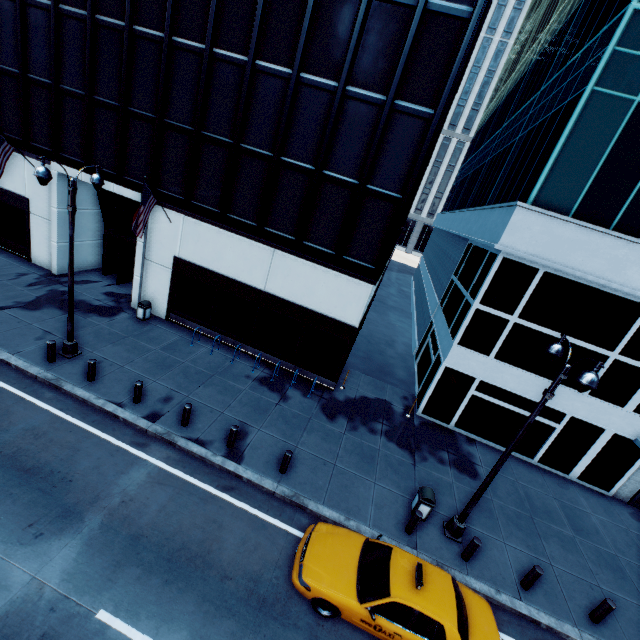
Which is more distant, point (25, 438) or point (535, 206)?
point (535, 206)

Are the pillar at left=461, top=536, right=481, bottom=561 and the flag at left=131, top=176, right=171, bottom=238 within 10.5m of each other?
no

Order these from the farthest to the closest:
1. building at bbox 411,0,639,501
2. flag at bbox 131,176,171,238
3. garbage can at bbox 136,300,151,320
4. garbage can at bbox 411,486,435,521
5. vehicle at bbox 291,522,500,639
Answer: garbage can at bbox 136,300,151,320
flag at bbox 131,176,171,238
building at bbox 411,0,639,501
garbage can at bbox 411,486,435,521
vehicle at bbox 291,522,500,639

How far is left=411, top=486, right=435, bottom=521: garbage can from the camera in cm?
1083

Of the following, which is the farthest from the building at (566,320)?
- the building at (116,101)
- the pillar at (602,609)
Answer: the pillar at (602,609)

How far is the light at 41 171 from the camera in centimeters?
985cm

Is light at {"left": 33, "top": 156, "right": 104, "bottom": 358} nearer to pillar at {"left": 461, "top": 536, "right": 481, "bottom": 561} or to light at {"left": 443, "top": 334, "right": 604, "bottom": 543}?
light at {"left": 443, "top": 334, "right": 604, "bottom": 543}

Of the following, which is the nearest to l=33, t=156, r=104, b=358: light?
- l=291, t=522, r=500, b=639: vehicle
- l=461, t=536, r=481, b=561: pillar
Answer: l=291, t=522, r=500, b=639: vehicle
